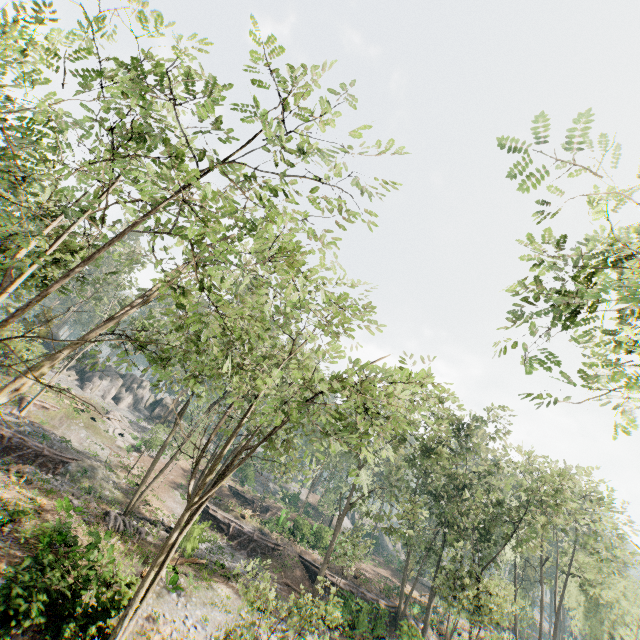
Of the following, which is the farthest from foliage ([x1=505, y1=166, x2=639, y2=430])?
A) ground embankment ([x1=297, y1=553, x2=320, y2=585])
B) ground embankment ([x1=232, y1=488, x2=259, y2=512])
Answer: ground embankment ([x1=232, y1=488, x2=259, y2=512])

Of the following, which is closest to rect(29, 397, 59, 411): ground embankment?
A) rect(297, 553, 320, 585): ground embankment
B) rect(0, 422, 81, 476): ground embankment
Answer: rect(0, 422, 81, 476): ground embankment

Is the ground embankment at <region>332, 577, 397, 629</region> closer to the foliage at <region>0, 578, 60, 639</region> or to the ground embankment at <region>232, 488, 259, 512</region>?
the foliage at <region>0, 578, 60, 639</region>

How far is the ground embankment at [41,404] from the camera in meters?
33.5

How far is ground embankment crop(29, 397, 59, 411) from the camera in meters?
33.5

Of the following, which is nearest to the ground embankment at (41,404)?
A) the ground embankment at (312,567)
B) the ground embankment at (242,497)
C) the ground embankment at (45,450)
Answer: the ground embankment at (45,450)

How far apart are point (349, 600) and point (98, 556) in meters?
18.8 m

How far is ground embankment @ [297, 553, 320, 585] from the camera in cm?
3269
